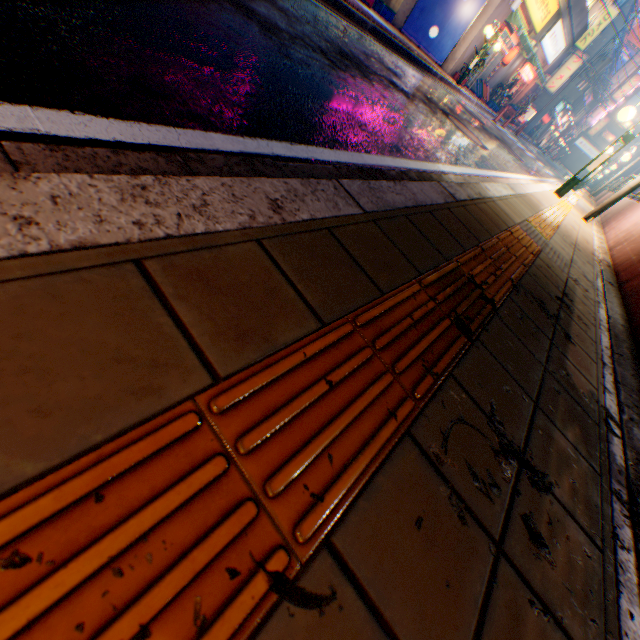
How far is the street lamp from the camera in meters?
6.9 m

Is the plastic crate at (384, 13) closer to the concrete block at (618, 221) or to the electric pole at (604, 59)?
the concrete block at (618, 221)

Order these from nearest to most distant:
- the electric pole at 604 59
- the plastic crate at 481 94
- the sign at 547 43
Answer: the plastic crate at 481 94 → the sign at 547 43 → the electric pole at 604 59

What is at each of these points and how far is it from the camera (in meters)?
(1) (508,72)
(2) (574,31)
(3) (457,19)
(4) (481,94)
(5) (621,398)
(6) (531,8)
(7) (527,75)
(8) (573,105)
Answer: (1) building, 21.42
(2) building, 22.09
(3) billboard, 14.72
(4) plastic crate, 19.94
(5) concrete curb, 1.80
(6) sign, 16.69
(7) sign, 23.70
(8) balcony, 34.66

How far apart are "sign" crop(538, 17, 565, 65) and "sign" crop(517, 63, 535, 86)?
0.8m

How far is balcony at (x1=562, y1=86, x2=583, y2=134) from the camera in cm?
3316

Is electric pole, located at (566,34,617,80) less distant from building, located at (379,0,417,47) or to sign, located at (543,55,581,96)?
sign, located at (543,55,581,96)

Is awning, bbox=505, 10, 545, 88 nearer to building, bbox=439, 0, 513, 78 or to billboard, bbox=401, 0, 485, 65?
building, bbox=439, 0, 513, 78
